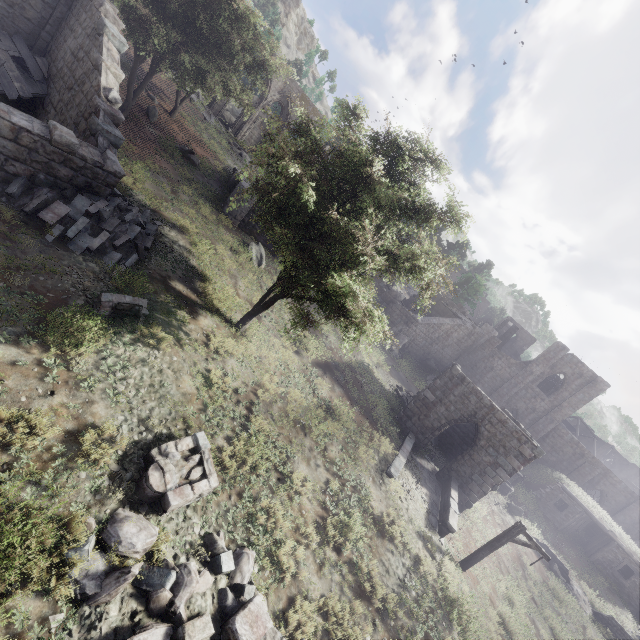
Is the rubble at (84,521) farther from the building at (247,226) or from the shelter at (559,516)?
the shelter at (559,516)

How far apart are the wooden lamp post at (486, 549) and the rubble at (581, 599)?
12.8m

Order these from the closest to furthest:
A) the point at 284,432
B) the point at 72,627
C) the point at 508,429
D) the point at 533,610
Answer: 1. the point at 72,627
2. the point at 284,432
3. the point at 533,610
4. the point at 508,429

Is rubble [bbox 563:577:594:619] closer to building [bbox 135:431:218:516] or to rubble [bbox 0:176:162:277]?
building [bbox 135:431:218:516]

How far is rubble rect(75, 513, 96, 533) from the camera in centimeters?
554cm

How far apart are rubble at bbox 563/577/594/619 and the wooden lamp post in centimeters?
1284cm

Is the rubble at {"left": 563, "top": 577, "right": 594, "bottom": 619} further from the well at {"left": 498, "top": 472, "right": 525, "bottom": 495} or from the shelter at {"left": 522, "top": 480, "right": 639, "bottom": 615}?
the well at {"left": 498, "top": 472, "right": 525, "bottom": 495}

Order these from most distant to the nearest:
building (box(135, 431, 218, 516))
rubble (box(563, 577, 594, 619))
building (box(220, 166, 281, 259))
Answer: building (box(220, 166, 281, 259)) < rubble (box(563, 577, 594, 619)) < building (box(135, 431, 218, 516))
